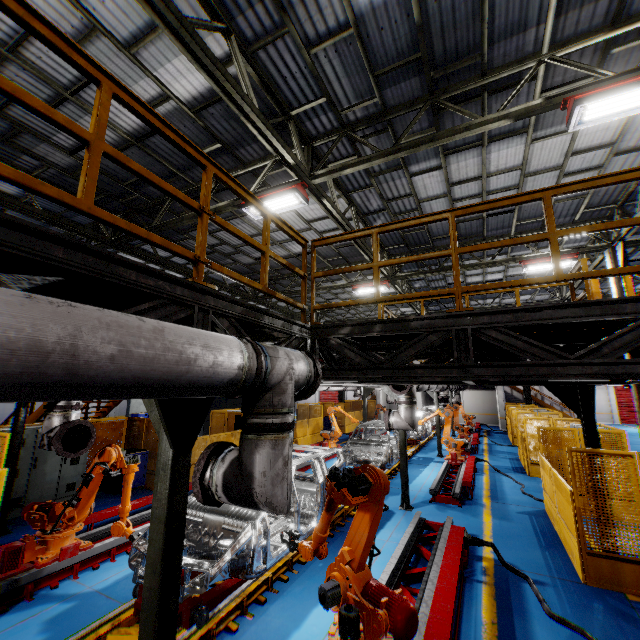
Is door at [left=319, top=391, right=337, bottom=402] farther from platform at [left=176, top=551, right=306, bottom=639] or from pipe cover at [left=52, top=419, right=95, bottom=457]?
pipe cover at [left=52, top=419, right=95, bottom=457]

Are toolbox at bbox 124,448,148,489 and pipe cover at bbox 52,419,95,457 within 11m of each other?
yes

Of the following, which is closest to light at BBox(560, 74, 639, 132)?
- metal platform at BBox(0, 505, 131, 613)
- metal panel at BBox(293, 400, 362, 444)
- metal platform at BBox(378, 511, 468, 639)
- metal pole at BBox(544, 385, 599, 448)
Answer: metal pole at BBox(544, 385, 599, 448)

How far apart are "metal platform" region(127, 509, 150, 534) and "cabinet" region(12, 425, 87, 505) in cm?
307

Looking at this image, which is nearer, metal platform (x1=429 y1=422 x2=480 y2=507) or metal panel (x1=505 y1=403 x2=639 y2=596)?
metal panel (x1=505 y1=403 x2=639 y2=596)

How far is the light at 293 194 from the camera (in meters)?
7.36

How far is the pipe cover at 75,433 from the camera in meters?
5.0 m

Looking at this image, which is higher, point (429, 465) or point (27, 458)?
point (27, 458)
